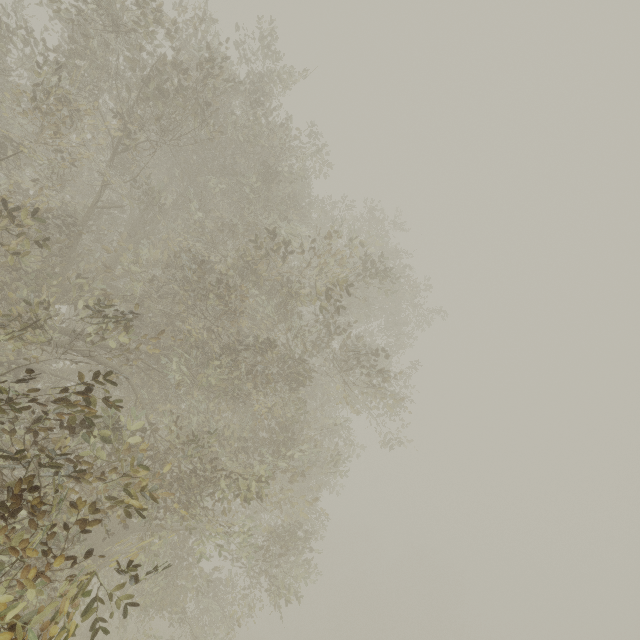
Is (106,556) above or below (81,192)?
below
